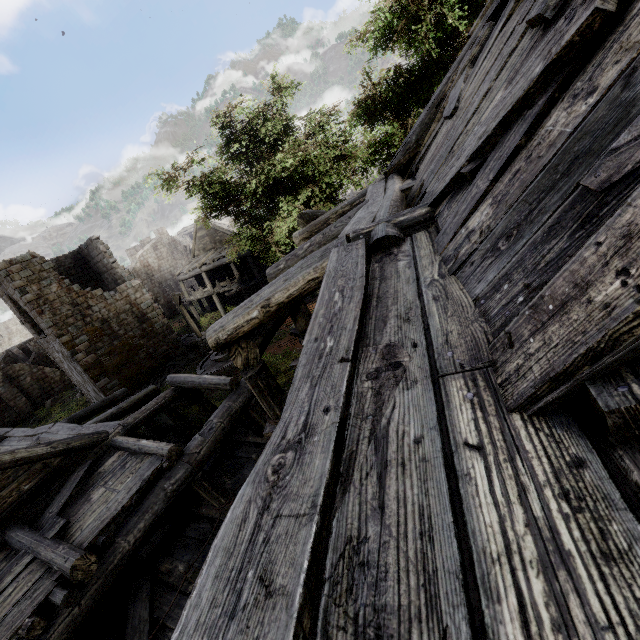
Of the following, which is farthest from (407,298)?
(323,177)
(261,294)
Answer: (323,177)

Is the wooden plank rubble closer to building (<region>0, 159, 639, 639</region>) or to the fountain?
building (<region>0, 159, 639, 639</region>)

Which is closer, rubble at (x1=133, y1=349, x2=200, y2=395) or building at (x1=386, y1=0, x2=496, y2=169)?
building at (x1=386, y1=0, x2=496, y2=169)

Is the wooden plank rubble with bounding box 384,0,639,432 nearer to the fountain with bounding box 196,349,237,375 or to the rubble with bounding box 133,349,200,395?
the fountain with bounding box 196,349,237,375

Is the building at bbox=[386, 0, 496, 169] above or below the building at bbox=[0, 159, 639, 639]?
above

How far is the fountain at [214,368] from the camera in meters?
17.6 m

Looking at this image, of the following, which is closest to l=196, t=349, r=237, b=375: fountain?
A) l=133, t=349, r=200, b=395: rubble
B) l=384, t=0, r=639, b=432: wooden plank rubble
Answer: l=133, t=349, r=200, b=395: rubble

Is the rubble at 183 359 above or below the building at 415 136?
below
